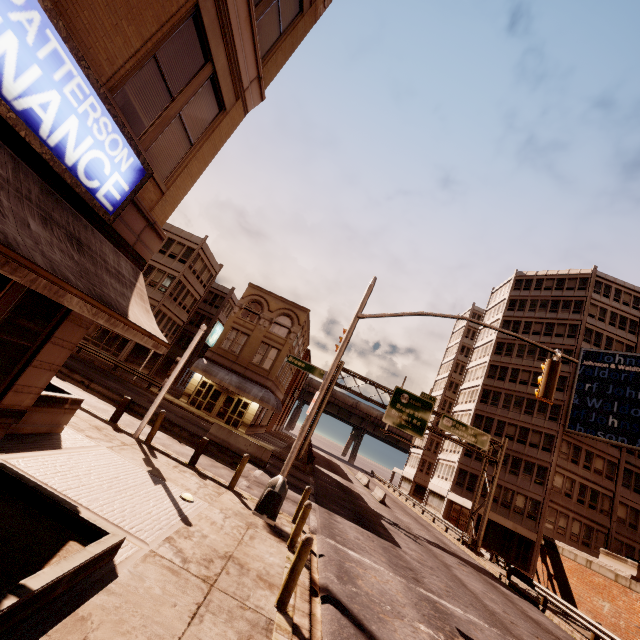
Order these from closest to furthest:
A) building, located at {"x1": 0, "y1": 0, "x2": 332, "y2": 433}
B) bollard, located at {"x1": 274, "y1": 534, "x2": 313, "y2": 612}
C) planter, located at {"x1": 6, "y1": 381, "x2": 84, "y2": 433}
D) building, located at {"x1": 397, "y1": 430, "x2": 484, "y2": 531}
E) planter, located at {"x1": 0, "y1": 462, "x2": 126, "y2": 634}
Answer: planter, located at {"x1": 0, "y1": 462, "x2": 126, "y2": 634}, building, located at {"x1": 0, "y1": 0, "x2": 332, "y2": 433}, bollard, located at {"x1": 274, "y1": 534, "x2": 313, "y2": 612}, planter, located at {"x1": 6, "y1": 381, "x2": 84, "y2": 433}, building, located at {"x1": 397, "y1": 430, "x2": 484, "y2": 531}

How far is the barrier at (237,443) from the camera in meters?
18.8

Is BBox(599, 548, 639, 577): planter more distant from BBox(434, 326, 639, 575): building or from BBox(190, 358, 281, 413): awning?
BBox(190, 358, 281, 413): awning

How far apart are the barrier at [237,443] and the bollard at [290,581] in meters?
13.3 m

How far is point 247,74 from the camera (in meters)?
8.08

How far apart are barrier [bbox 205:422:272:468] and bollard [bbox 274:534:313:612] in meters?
13.3 m

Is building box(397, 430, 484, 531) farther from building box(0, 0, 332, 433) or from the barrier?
the barrier

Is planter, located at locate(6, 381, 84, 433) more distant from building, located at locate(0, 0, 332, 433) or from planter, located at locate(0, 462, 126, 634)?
building, located at locate(0, 0, 332, 433)
